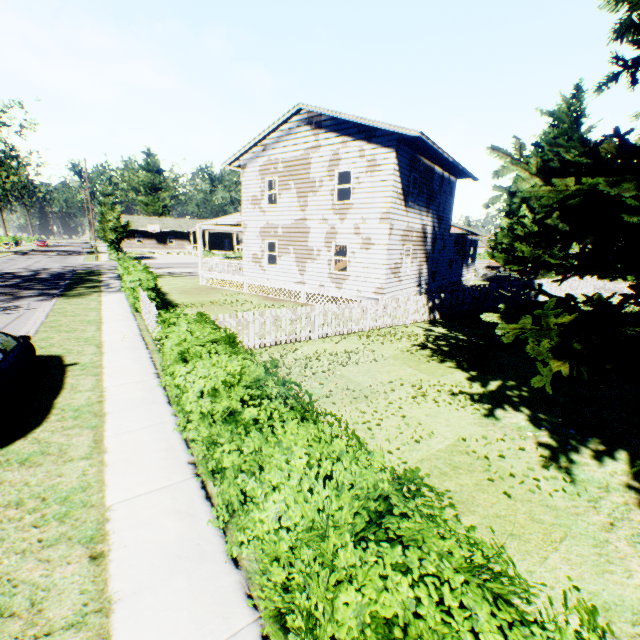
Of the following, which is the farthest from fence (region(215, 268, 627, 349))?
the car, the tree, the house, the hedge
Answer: the tree

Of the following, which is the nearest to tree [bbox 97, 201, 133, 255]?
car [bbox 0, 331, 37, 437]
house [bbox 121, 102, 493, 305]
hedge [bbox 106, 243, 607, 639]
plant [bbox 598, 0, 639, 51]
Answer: plant [bbox 598, 0, 639, 51]

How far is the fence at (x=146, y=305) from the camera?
10.22m

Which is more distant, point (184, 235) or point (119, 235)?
point (184, 235)

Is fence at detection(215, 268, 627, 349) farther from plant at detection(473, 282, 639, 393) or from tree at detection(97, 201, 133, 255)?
tree at detection(97, 201, 133, 255)

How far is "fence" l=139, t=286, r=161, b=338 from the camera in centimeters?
1022cm

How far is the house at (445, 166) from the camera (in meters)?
15.02

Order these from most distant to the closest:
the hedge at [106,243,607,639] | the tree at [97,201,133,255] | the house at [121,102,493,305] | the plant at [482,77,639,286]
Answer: the tree at [97,201,133,255], the house at [121,102,493,305], the plant at [482,77,639,286], the hedge at [106,243,607,639]
